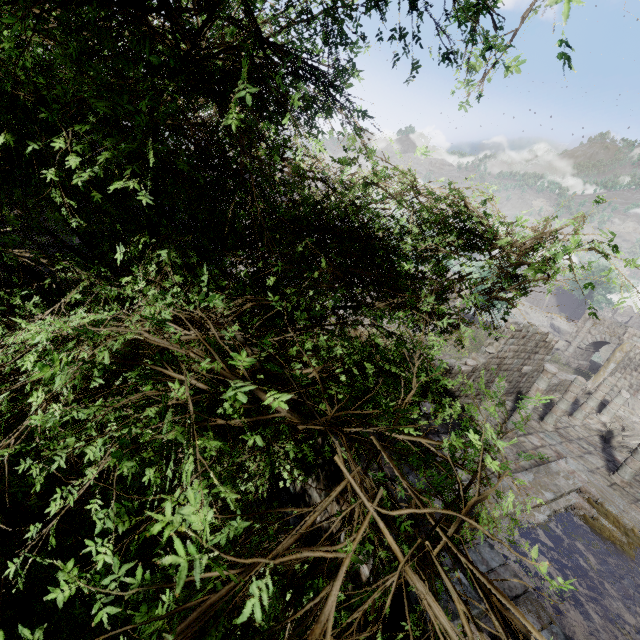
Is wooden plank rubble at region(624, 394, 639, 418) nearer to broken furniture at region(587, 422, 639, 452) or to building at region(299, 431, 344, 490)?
building at region(299, 431, 344, 490)

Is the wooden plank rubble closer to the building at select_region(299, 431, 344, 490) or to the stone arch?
the building at select_region(299, 431, 344, 490)

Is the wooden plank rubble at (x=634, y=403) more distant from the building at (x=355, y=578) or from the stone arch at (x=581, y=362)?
the stone arch at (x=581, y=362)

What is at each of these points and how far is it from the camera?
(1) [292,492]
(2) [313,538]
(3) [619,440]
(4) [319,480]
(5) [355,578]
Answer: (1) building, 6.8m
(2) building, 5.9m
(3) broken furniture, 19.0m
(4) building, 5.8m
(5) building, 4.8m

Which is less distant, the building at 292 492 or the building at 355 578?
the building at 355 578

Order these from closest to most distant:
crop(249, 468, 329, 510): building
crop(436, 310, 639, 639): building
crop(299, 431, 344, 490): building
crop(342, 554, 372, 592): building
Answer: crop(342, 554, 372, 592): building < crop(299, 431, 344, 490): building < crop(249, 468, 329, 510): building < crop(436, 310, 639, 639): building

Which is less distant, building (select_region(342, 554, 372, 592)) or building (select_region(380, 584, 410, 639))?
building (select_region(380, 584, 410, 639))
